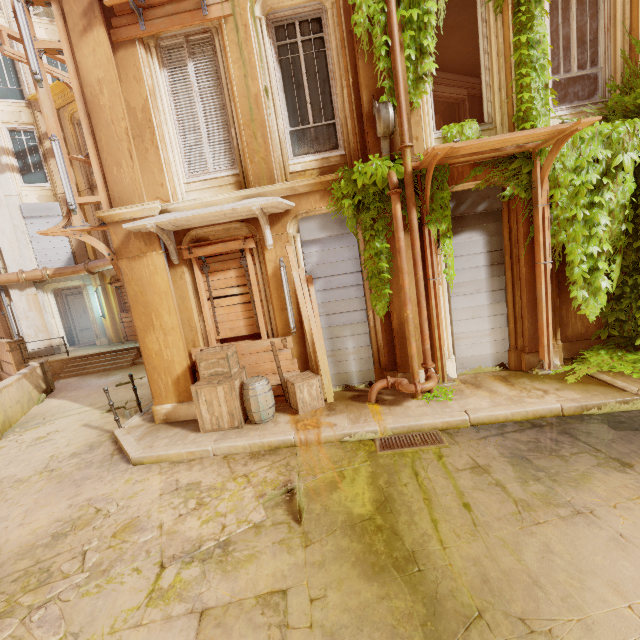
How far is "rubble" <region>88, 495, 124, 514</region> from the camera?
4.6 meters

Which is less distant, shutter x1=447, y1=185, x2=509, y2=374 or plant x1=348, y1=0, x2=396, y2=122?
plant x1=348, y1=0, x2=396, y2=122

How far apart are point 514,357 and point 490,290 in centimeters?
155cm

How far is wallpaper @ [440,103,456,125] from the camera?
11.66m

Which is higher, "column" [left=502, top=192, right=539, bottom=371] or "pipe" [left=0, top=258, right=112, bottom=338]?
"pipe" [left=0, top=258, right=112, bottom=338]

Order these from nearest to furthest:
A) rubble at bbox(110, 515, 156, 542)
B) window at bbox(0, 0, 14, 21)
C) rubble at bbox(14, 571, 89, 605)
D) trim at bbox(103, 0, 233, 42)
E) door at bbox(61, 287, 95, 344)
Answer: rubble at bbox(14, 571, 89, 605) → rubble at bbox(110, 515, 156, 542) → trim at bbox(103, 0, 233, 42) → window at bbox(0, 0, 14, 21) → door at bbox(61, 287, 95, 344)

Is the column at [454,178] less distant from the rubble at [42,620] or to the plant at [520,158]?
the plant at [520,158]

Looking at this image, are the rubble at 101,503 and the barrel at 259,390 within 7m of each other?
yes
